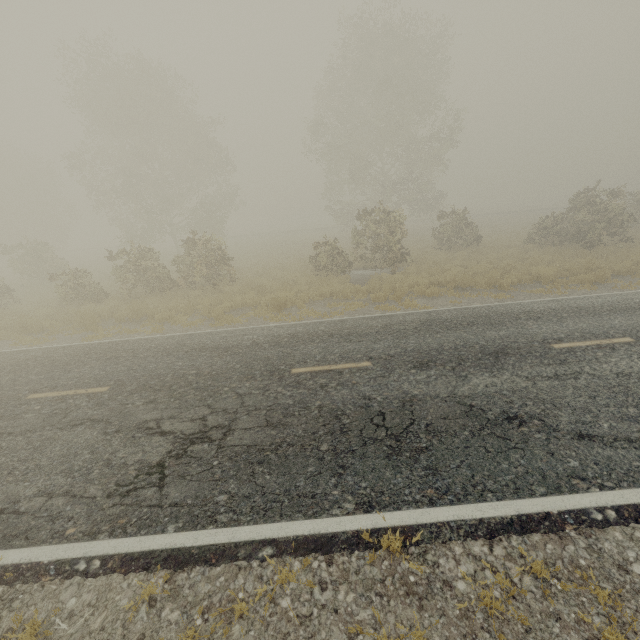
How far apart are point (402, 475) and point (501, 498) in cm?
116

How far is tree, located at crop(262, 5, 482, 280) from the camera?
18.0 meters

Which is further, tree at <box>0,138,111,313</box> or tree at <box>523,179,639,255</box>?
tree at <box>523,179,639,255</box>

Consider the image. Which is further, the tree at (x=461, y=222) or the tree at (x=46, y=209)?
the tree at (x=461, y=222)

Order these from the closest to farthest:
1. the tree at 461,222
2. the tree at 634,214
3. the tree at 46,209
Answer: the tree at 46,209 < the tree at 634,214 < the tree at 461,222

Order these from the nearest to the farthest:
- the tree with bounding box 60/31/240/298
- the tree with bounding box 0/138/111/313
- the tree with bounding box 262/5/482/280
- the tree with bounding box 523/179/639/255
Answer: the tree with bounding box 0/138/111/313 < the tree with bounding box 60/31/240/298 < the tree with bounding box 523/179/639/255 < the tree with bounding box 262/5/482/280
